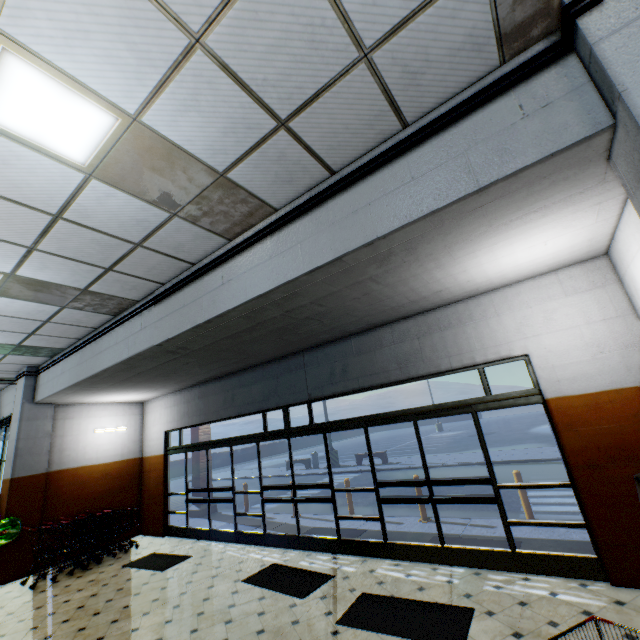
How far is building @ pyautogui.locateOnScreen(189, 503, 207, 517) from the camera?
11.01m

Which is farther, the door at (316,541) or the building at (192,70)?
the door at (316,541)

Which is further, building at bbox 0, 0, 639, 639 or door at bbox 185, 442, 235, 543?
door at bbox 185, 442, 235, 543

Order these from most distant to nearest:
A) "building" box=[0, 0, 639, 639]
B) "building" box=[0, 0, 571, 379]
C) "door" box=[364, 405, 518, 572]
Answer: "door" box=[364, 405, 518, 572], "building" box=[0, 0, 639, 639], "building" box=[0, 0, 571, 379]

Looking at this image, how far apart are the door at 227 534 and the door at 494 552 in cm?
402

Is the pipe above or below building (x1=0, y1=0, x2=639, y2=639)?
above

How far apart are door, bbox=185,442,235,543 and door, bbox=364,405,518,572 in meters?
4.0

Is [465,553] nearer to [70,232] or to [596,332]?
[596,332]
